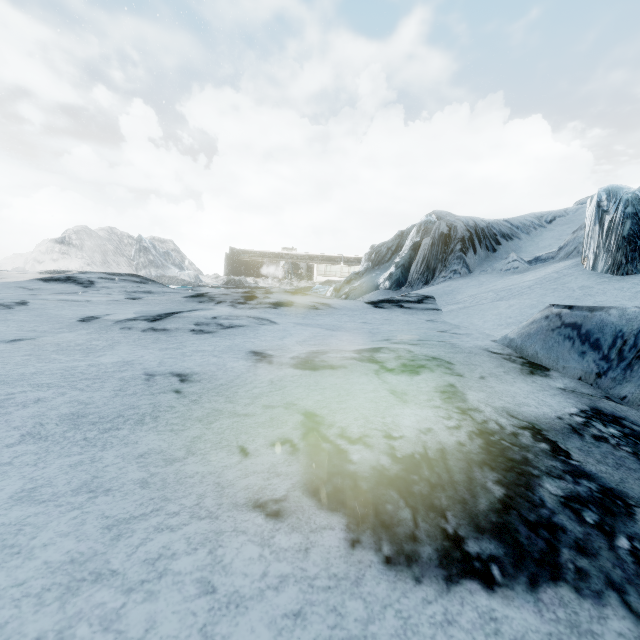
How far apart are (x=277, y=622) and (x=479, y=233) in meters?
11.9
